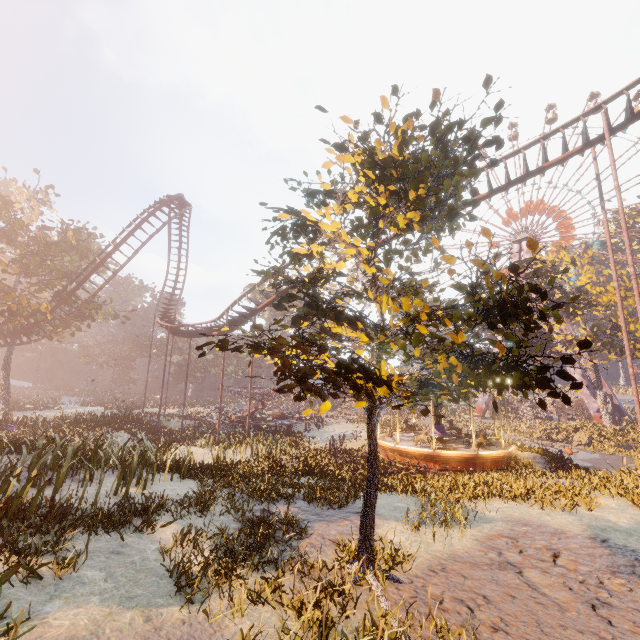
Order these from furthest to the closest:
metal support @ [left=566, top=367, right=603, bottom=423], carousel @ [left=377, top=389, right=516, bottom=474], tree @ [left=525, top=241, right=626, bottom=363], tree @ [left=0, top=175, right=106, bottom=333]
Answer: metal support @ [left=566, top=367, right=603, bottom=423], tree @ [left=525, top=241, right=626, bottom=363], tree @ [left=0, top=175, right=106, bottom=333], carousel @ [left=377, top=389, right=516, bottom=474]

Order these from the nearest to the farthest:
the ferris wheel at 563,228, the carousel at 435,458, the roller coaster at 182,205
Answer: the carousel at 435,458 → the roller coaster at 182,205 → the ferris wheel at 563,228

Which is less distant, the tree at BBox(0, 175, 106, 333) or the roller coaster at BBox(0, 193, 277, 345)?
the roller coaster at BBox(0, 193, 277, 345)

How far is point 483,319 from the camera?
Answer: 4.61m

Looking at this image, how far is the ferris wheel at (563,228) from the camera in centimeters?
4475cm

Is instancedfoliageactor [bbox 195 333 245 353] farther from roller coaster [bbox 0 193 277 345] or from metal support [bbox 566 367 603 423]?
metal support [bbox 566 367 603 423]

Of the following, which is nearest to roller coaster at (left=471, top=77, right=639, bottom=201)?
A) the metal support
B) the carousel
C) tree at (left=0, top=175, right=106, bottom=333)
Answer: tree at (left=0, top=175, right=106, bottom=333)
